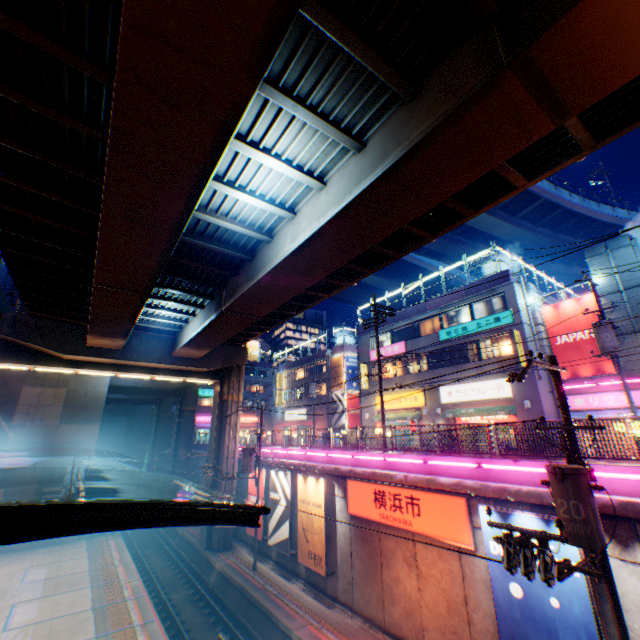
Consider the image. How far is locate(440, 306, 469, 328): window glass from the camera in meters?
25.5 m

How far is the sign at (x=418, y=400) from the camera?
26.86m

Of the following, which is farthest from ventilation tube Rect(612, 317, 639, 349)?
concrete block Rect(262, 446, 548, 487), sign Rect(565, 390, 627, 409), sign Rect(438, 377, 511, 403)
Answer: concrete block Rect(262, 446, 548, 487)

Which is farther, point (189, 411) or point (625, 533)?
point (189, 411)

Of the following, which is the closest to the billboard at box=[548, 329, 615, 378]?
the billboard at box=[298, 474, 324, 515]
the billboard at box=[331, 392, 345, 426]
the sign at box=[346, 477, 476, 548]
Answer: the sign at box=[346, 477, 476, 548]

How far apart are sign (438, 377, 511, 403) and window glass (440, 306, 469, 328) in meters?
4.3 m

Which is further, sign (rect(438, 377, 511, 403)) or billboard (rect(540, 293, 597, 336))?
sign (rect(438, 377, 511, 403))

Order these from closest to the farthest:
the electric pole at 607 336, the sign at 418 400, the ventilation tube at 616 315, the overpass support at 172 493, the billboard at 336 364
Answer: the electric pole at 607 336 < the ventilation tube at 616 315 < the sign at 418 400 < the overpass support at 172 493 < the billboard at 336 364
